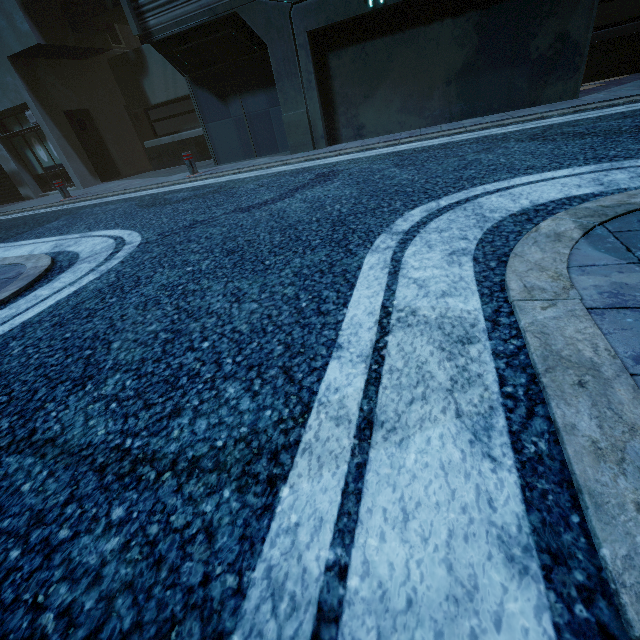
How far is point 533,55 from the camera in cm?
612
